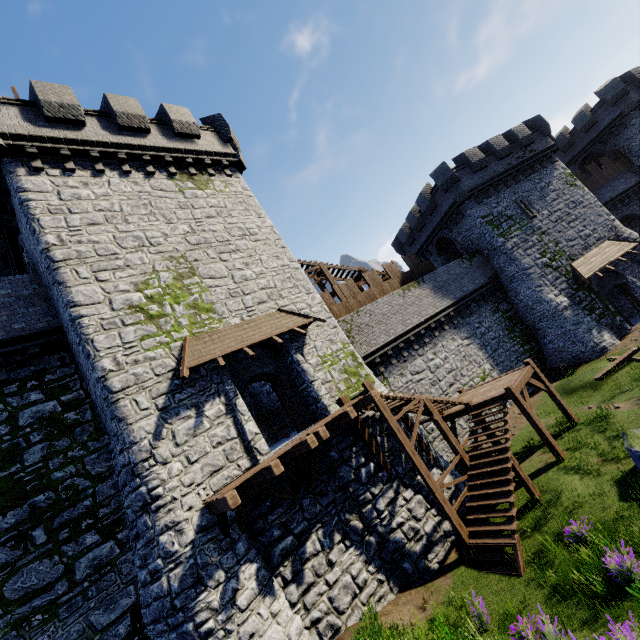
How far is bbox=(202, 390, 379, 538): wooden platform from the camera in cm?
848

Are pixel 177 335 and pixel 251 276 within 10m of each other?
yes

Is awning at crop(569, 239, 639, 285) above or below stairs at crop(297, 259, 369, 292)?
below

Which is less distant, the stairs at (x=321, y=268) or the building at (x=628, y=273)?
the stairs at (x=321, y=268)

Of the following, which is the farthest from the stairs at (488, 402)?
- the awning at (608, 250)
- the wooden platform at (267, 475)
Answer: the awning at (608, 250)

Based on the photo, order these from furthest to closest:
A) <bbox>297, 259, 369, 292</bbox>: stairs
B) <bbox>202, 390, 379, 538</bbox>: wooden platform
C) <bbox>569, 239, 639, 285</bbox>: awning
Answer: <bbox>569, 239, 639, 285</bbox>: awning < <bbox>297, 259, 369, 292</bbox>: stairs < <bbox>202, 390, 379, 538</bbox>: wooden platform

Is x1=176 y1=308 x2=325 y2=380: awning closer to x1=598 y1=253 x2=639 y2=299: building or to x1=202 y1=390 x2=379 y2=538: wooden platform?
x1=202 y1=390 x2=379 y2=538: wooden platform

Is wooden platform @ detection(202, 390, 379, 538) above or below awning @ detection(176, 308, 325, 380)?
below
